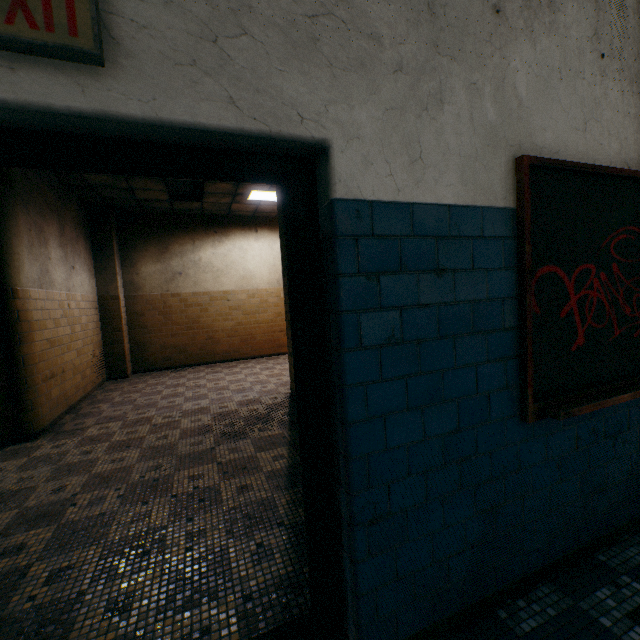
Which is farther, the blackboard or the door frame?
the blackboard

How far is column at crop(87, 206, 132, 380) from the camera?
7.29m

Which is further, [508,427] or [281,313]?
[281,313]

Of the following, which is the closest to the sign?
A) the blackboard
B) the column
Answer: the blackboard

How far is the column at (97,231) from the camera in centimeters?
729cm

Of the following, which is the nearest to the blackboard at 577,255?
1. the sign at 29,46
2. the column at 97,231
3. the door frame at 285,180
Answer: the door frame at 285,180

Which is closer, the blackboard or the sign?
the sign

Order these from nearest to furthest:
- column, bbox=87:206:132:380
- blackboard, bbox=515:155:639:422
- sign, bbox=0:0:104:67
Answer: sign, bbox=0:0:104:67 < blackboard, bbox=515:155:639:422 < column, bbox=87:206:132:380
